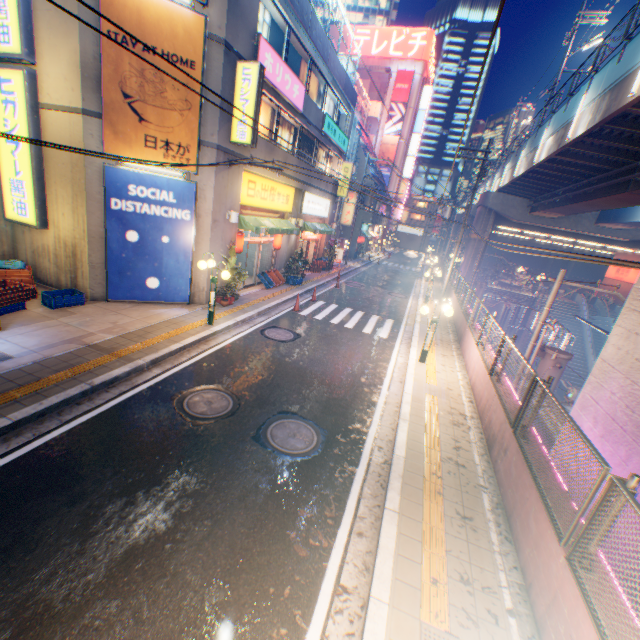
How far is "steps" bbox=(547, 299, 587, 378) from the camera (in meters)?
29.89

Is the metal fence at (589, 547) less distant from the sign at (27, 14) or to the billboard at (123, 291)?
the sign at (27, 14)

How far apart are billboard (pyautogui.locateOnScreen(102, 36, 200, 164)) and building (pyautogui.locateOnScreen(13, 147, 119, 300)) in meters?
0.1

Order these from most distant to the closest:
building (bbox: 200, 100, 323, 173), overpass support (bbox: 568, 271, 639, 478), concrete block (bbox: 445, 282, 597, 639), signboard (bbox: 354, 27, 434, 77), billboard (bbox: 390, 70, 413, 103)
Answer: billboard (bbox: 390, 70, 413, 103), signboard (bbox: 354, 27, 434, 77), building (bbox: 200, 100, 323, 173), overpass support (bbox: 568, 271, 639, 478), concrete block (bbox: 445, 282, 597, 639)

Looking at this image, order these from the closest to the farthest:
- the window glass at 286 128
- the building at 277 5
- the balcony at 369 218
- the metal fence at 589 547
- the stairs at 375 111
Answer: the metal fence at 589 547
the building at 277 5
the window glass at 286 128
the balcony at 369 218
the stairs at 375 111

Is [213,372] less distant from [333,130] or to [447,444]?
[447,444]

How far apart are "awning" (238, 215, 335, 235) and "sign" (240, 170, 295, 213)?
0.34m

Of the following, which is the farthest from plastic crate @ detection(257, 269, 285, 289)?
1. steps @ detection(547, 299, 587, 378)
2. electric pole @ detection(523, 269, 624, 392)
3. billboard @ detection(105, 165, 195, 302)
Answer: steps @ detection(547, 299, 587, 378)
